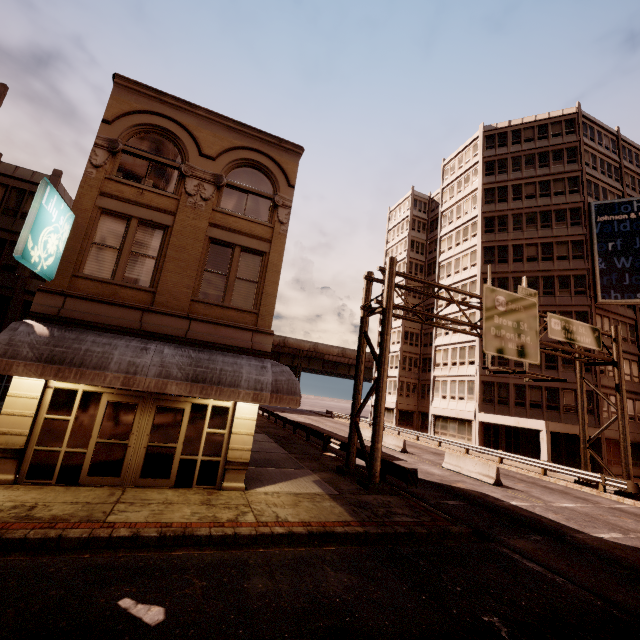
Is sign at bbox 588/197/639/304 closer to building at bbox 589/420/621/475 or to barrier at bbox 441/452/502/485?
building at bbox 589/420/621/475

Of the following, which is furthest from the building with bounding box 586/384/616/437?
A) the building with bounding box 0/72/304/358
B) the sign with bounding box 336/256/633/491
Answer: the building with bounding box 0/72/304/358

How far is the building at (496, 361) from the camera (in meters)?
31.70

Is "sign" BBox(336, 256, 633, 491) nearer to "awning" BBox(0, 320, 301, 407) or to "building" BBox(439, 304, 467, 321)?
"awning" BBox(0, 320, 301, 407)

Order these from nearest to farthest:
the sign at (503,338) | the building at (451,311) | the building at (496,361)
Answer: the sign at (503,338) < the building at (496,361) < the building at (451,311)

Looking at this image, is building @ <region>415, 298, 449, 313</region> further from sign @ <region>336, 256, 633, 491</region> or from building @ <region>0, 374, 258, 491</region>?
building @ <region>0, 374, 258, 491</region>

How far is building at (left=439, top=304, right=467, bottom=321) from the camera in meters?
36.9

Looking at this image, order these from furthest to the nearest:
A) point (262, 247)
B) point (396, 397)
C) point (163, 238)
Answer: point (396, 397) → point (262, 247) → point (163, 238)
